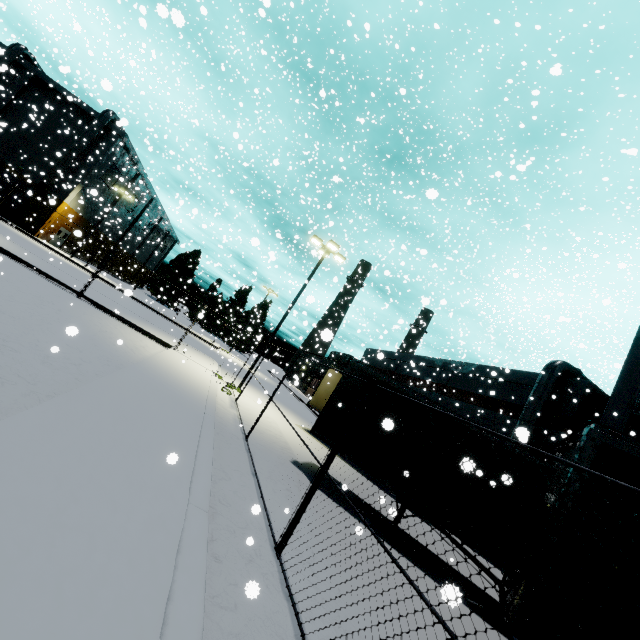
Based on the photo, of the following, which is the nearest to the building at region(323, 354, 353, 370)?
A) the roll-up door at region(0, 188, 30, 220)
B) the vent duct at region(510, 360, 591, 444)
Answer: the roll-up door at region(0, 188, 30, 220)

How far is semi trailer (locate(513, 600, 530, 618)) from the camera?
3.88m

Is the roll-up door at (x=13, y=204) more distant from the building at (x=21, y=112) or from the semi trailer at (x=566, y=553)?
the semi trailer at (x=566, y=553)

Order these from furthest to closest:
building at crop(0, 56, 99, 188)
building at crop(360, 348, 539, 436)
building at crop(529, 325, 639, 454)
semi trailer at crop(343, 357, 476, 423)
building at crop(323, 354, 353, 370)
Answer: building at crop(323, 354, 353, 370), building at crop(0, 56, 99, 188), building at crop(360, 348, 539, 436), building at crop(529, 325, 639, 454), semi trailer at crop(343, 357, 476, 423)

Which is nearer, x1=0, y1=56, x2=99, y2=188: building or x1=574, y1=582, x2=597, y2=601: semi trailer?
x1=574, y1=582, x2=597, y2=601: semi trailer

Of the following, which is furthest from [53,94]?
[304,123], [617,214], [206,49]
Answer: [617,214]

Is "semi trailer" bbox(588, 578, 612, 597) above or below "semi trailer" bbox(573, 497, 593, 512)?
below

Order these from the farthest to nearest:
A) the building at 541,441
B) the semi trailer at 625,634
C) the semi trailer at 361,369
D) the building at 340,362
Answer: the building at 340,362, the building at 541,441, the semi trailer at 361,369, the semi trailer at 625,634
